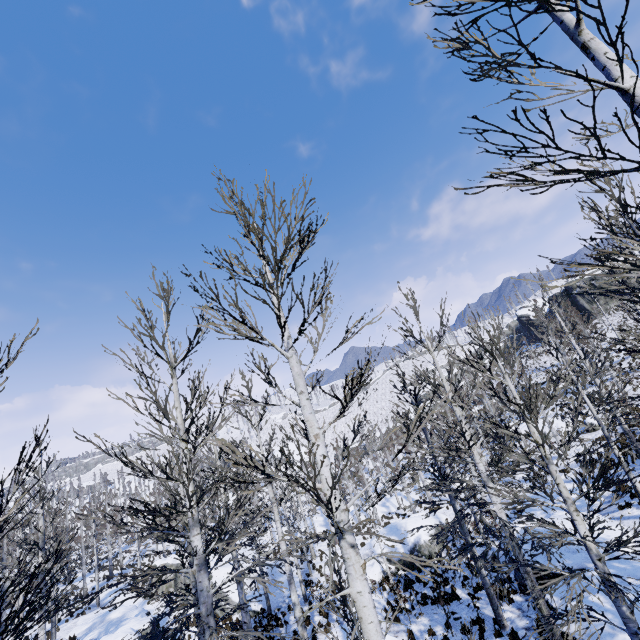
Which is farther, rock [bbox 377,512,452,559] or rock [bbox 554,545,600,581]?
rock [bbox 377,512,452,559]

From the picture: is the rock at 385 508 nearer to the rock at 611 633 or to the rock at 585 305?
the rock at 611 633

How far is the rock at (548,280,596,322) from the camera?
50.8m

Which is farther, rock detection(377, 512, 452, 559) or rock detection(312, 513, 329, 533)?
rock detection(312, 513, 329, 533)

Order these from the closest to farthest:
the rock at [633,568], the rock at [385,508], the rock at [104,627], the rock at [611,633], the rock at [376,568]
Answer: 1. the rock at [611,633]
2. the rock at [633,568]
3. the rock at [104,627]
4. the rock at [376,568]
5. the rock at [385,508]

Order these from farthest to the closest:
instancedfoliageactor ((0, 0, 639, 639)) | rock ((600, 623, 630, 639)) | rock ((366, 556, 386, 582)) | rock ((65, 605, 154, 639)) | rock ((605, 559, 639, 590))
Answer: rock ((366, 556, 386, 582)), rock ((65, 605, 154, 639)), rock ((605, 559, 639, 590)), rock ((600, 623, 630, 639)), instancedfoliageactor ((0, 0, 639, 639))

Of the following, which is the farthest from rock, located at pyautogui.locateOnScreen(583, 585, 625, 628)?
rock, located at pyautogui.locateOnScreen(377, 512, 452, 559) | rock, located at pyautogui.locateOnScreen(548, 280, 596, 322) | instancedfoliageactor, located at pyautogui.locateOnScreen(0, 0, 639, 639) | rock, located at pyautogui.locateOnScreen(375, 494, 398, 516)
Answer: rock, located at pyautogui.locateOnScreen(548, 280, 596, 322)

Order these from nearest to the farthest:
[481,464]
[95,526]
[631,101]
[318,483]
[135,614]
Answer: [631,101] < [481,464] < [135,614] < [318,483] < [95,526]
